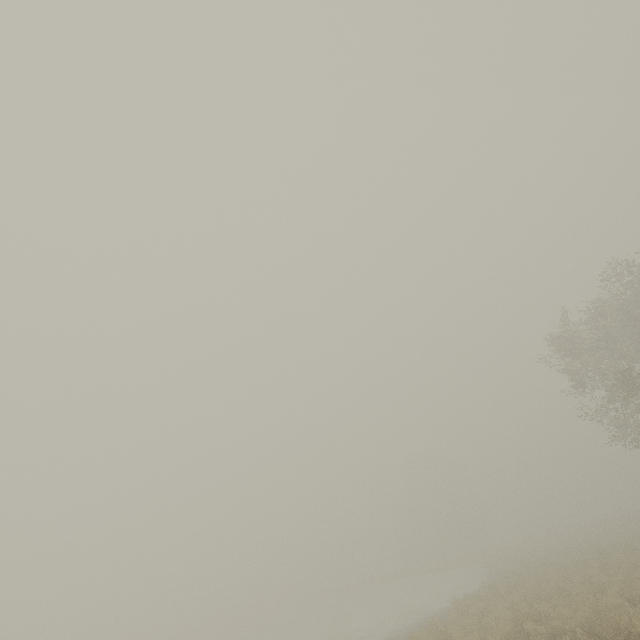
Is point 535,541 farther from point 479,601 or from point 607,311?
point 607,311
